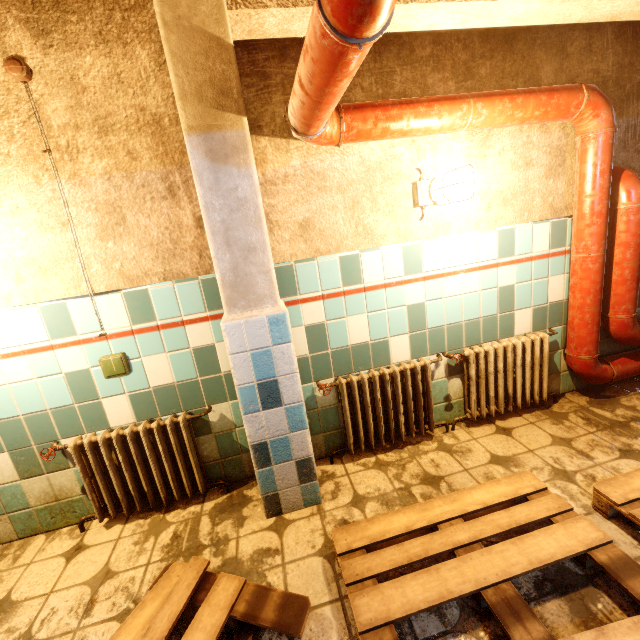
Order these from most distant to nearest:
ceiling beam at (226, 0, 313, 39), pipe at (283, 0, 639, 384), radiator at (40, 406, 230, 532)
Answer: radiator at (40, 406, 230, 532), ceiling beam at (226, 0, 313, 39), pipe at (283, 0, 639, 384)

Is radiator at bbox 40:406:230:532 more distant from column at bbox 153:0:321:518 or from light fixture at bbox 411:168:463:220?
light fixture at bbox 411:168:463:220

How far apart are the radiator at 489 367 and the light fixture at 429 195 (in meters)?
0.99

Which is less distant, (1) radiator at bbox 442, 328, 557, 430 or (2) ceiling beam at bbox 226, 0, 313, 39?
(2) ceiling beam at bbox 226, 0, 313, 39

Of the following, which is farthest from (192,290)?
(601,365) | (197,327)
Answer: (601,365)

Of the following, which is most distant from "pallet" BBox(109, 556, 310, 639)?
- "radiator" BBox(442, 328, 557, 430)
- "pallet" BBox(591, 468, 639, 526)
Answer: "pallet" BBox(591, 468, 639, 526)

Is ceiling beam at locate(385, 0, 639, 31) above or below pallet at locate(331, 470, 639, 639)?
above

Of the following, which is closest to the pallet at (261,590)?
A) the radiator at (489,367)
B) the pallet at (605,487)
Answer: the radiator at (489,367)
